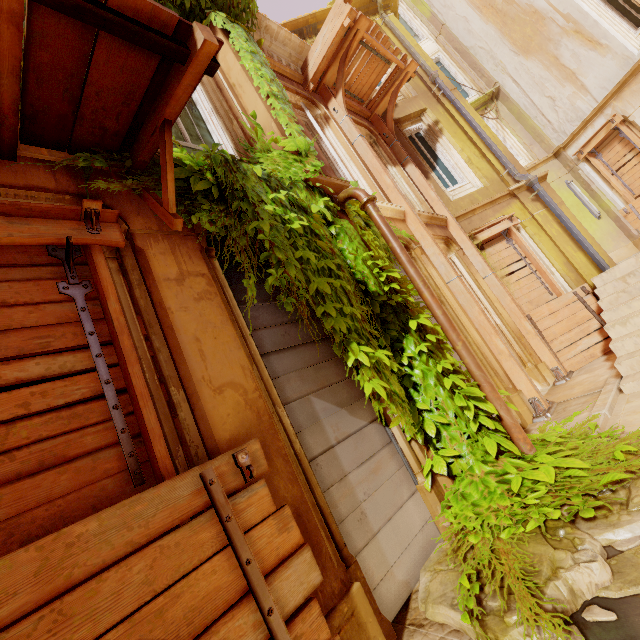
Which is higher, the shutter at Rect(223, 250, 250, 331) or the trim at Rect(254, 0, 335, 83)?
the trim at Rect(254, 0, 335, 83)

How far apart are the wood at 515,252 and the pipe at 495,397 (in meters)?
4.68

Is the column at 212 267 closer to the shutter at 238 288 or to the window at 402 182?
the shutter at 238 288

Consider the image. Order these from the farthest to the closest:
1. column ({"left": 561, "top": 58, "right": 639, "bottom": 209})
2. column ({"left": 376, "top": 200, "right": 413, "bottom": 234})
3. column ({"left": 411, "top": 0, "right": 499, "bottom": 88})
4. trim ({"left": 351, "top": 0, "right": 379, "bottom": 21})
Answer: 1. column ({"left": 411, "top": 0, "right": 499, "bottom": 88})
2. trim ({"left": 351, "top": 0, "right": 379, "bottom": 21})
3. column ({"left": 561, "top": 58, "right": 639, "bottom": 209})
4. column ({"left": 376, "top": 200, "right": 413, "bottom": 234})

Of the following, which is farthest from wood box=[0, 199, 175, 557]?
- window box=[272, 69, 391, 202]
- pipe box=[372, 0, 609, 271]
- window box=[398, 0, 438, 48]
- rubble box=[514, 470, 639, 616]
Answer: window box=[398, 0, 438, 48]

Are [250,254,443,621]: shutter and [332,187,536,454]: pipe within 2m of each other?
yes

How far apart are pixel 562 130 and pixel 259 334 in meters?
14.3

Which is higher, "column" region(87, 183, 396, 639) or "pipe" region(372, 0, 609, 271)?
"pipe" region(372, 0, 609, 271)
